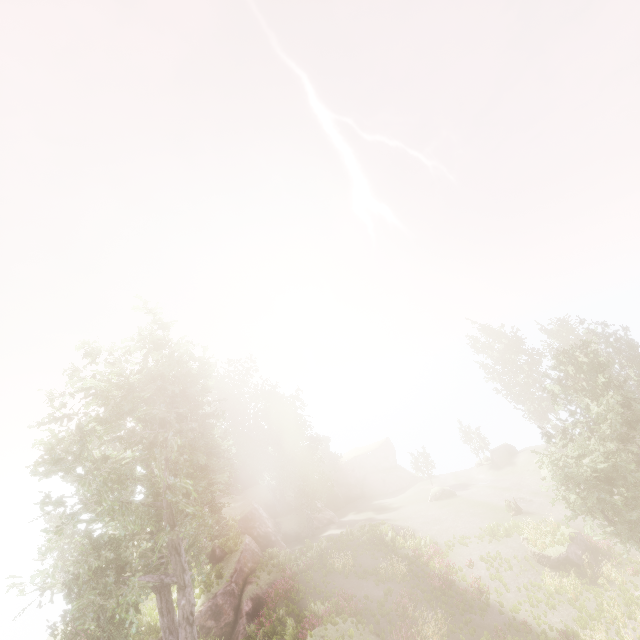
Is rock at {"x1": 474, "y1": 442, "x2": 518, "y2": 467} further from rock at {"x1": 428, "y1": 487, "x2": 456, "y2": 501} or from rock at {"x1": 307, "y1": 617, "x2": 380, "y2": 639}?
rock at {"x1": 307, "y1": 617, "x2": 380, "y2": 639}

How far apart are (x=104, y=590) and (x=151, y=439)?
7.86m

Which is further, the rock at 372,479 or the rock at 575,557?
the rock at 372,479

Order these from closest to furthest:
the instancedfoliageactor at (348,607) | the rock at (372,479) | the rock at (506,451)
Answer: the instancedfoliageactor at (348,607) → the rock at (506,451) → the rock at (372,479)

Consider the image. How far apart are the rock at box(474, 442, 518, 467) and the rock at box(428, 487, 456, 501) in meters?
7.8

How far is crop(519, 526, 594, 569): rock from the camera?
20.7 meters

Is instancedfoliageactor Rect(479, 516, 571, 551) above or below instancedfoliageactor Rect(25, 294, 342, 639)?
below

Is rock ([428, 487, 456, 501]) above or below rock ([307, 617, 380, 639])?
below
